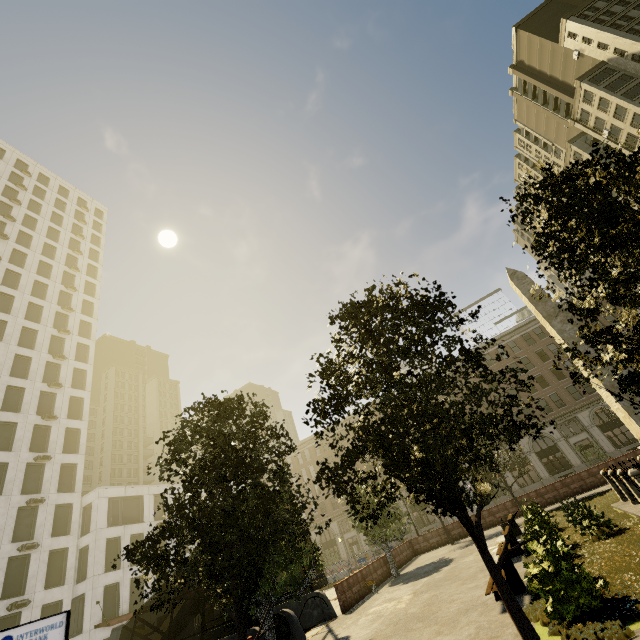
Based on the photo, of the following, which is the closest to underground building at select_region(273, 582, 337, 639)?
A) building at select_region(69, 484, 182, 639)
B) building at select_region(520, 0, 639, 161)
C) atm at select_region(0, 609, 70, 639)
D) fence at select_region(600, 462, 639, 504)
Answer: building at select_region(69, 484, 182, 639)

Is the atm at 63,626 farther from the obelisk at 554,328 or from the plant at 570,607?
the obelisk at 554,328

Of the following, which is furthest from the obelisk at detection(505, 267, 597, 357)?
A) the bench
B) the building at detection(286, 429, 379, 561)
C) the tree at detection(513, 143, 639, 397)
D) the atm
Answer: the building at detection(286, 429, 379, 561)

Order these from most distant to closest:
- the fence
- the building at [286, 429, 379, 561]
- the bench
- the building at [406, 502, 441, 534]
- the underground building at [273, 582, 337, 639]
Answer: the building at [286, 429, 379, 561], the building at [406, 502, 441, 534], the underground building at [273, 582, 337, 639], the fence, the bench

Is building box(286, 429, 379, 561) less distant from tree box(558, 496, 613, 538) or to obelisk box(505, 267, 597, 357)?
tree box(558, 496, 613, 538)

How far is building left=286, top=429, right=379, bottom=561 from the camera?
49.5m

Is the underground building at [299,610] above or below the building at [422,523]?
below

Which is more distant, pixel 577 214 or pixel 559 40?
pixel 559 40
